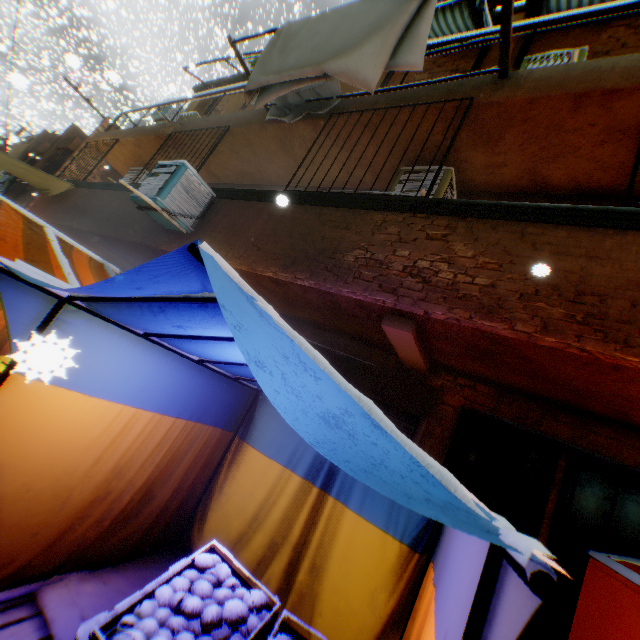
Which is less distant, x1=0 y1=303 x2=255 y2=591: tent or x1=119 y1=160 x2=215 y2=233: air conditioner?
x1=0 y1=303 x2=255 y2=591: tent

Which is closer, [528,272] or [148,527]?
[528,272]

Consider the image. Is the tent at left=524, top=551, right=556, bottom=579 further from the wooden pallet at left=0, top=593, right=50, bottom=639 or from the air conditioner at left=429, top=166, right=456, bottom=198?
the air conditioner at left=429, top=166, right=456, bottom=198

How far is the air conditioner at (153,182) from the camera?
4.88m

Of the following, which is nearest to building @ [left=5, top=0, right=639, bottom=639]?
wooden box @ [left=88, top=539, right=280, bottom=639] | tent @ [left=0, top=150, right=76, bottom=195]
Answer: tent @ [left=0, top=150, right=76, bottom=195]

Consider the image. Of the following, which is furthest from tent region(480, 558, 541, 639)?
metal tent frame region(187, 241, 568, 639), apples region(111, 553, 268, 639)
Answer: apples region(111, 553, 268, 639)

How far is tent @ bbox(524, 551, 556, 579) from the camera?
0.6 meters

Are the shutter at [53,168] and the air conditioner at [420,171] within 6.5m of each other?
no
